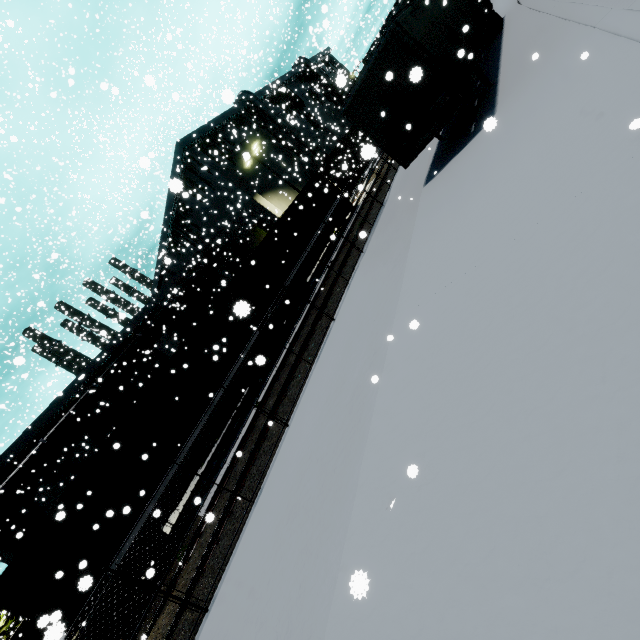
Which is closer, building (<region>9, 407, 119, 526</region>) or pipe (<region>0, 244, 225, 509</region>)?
pipe (<region>0, 244, 225, 509</region>)

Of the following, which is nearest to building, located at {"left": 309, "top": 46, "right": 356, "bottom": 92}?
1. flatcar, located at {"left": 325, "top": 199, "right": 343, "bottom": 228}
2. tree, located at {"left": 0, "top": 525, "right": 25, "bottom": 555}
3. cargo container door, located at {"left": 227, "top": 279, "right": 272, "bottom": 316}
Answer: tree, located at {"left": 0, "top": 525, "right": 25, "bottom": 555}

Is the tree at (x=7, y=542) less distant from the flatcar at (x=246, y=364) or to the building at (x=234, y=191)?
the building at (x=234, y=191)

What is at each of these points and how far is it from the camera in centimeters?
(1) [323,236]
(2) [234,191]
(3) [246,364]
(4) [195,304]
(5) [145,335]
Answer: (1) flatcar, 2130cm
(2) building, 3050cm
(3) flatcar, 1486cm
(4) building, 2528cm
(5) pipe, 2883cm

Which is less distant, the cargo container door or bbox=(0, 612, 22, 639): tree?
the cargo container door

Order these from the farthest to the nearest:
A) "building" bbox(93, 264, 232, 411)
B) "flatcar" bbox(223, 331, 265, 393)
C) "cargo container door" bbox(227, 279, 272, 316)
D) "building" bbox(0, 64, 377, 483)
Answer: "building" bbox(0, 64, 377, 483) → "building" bbox(93, 264, 232, 411) → "cargo container door" bbox(227, 279, 272, 316) → "flatcar" bbox(223, 331, 265, 393)

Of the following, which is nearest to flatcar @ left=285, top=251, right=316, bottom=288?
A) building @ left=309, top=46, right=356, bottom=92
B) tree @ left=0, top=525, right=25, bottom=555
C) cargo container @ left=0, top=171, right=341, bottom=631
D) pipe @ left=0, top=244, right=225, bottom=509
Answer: cargo container @ left=0, top=171, right=341, bottom=631

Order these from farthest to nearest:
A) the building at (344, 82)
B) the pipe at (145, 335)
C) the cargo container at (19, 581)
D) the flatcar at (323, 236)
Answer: the pipe at (145, 335), the flatcar at (323, 236), the cargo container at (19, 581), the building at (344, 82)
